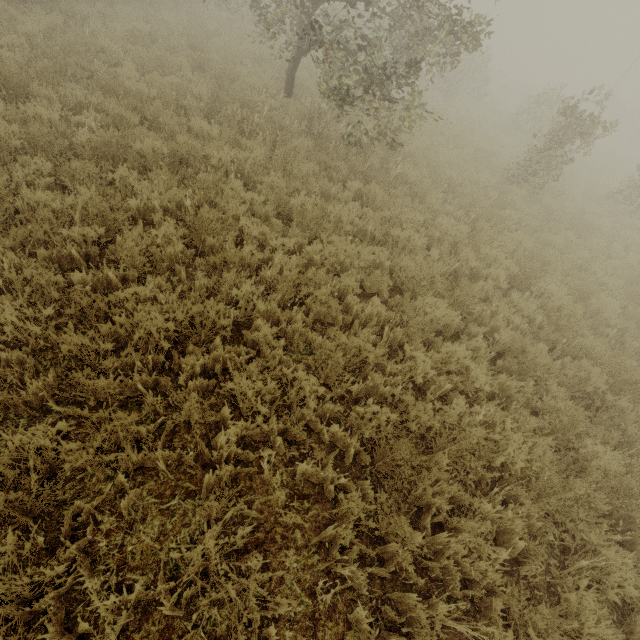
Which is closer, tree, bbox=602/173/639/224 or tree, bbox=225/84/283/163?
tree, bbox=225/84/283/163

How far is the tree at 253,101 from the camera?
6.8 meters

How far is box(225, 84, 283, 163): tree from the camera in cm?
684

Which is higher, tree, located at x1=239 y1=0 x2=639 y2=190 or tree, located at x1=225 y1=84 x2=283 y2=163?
tree, located at x1=239 y1=0 x2=639 y2=190

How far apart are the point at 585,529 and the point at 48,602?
4.5 meters

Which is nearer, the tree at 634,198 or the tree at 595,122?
the tree at 595,122
